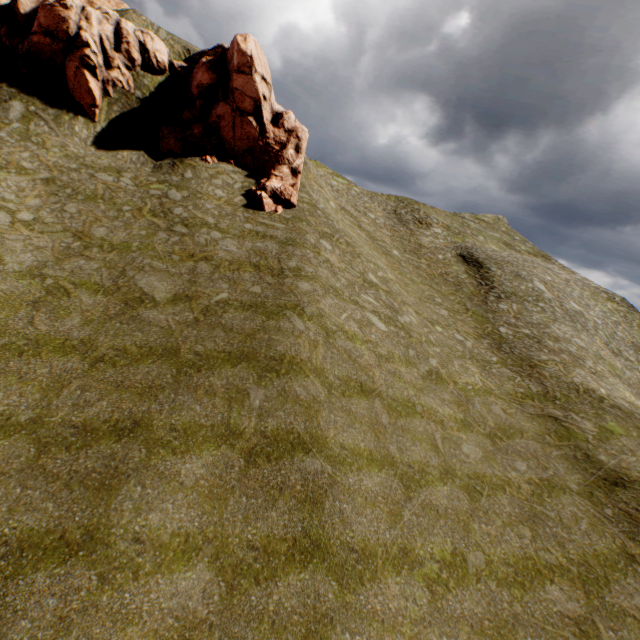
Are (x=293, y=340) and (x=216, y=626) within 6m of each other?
no
